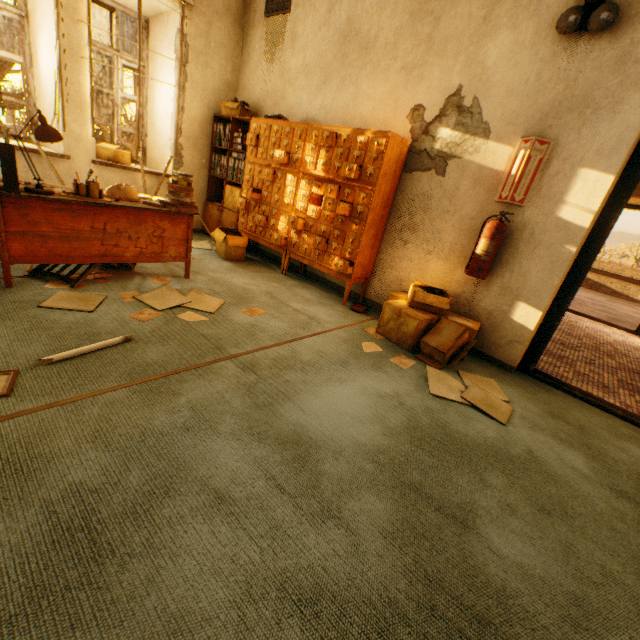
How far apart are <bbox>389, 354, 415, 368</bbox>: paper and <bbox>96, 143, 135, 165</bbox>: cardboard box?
4.6 meters

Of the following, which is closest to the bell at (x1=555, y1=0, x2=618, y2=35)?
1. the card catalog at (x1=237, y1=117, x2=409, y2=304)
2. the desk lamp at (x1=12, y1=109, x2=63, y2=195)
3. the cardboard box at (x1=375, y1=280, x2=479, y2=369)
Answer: the card catalog at (x1=237, y1=117, x2=409, y2=304)

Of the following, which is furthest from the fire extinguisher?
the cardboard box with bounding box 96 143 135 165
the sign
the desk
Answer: the cardboard box with bounding box 96 143 135 165

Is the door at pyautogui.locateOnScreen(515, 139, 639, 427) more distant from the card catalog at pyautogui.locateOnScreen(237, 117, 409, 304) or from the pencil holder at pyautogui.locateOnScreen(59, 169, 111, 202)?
the pencil holder at pyautogui.locateOnScreen(59, 169, 111, 202)

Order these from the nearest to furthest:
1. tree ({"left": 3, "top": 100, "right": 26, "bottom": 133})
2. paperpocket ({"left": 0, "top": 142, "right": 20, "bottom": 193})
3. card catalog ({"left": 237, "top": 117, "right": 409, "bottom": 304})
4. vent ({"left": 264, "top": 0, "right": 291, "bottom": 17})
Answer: paperpocket ({"left": 0, "top": 142, "right": 20, "bottom": 193}) → card catalog ({"left": 237, "top": 117, "right": 409, "bottom": 304}) → vent ({"left": 264, "top": 0, "right": 291, "bottom": 17}) → tree ({"left": 3, "top": 100, "right": 26, "bottom": 133})

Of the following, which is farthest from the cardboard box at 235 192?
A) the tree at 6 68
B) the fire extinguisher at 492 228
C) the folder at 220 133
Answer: the tree at 6 68

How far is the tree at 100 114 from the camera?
7.6 meters

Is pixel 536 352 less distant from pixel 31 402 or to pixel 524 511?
pixel 524 511
